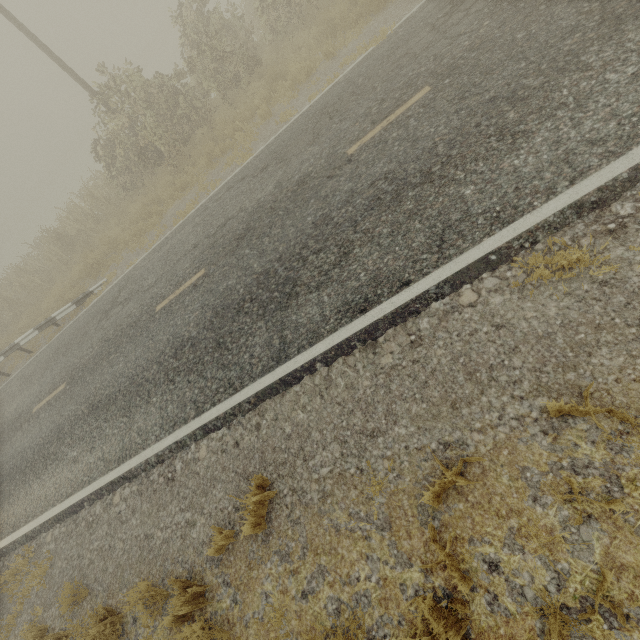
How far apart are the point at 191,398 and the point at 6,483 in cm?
740
